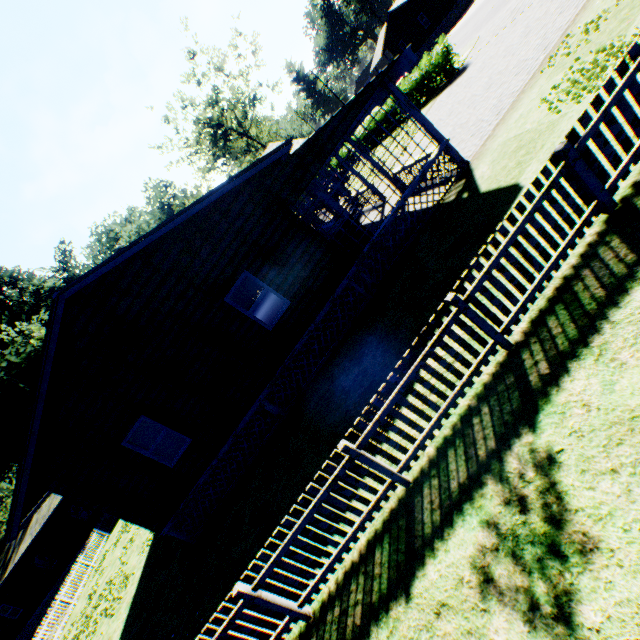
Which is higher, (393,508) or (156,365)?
(156,365)

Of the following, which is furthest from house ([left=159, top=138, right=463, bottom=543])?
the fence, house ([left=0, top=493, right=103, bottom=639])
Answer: house ([left=0, top=493, right=103, bottom=639])

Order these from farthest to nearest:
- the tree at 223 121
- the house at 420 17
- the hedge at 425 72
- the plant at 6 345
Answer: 1. the tree at 223 121
2. the house at 420 17
3. the plant at 6 345
4. the hedge at 425 72

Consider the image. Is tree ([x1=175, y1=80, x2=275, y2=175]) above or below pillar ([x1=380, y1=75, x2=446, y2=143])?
above

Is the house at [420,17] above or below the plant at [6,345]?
below

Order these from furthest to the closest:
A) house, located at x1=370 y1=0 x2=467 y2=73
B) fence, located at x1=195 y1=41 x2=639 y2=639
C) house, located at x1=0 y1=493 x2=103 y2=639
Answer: house, located at x1=370 y1=0 x2=467 y2=73 → house, located at x1=0 y1=493 x2=103 y2=639 → fence, located at x1=195 y1=41 x2=639 y2=639

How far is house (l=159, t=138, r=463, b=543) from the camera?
9.54m

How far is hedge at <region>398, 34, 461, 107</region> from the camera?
18.6 meters
